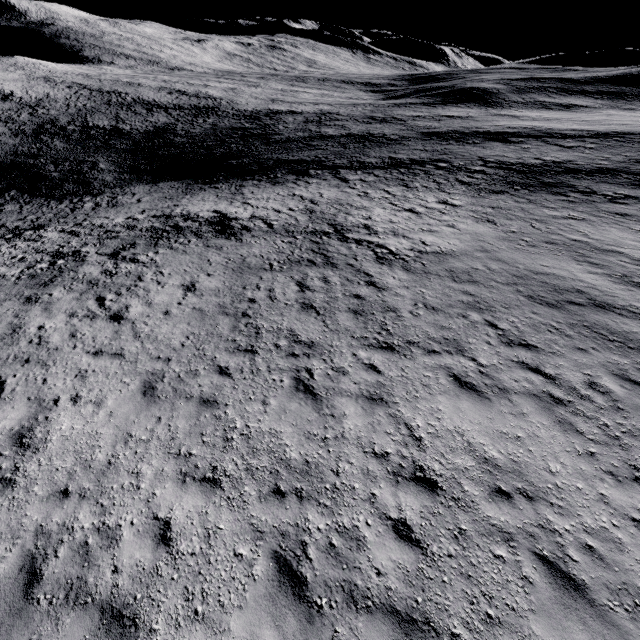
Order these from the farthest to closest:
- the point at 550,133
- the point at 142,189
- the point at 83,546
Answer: the point at 142,189, the point at 550,133, the point at 83,546
